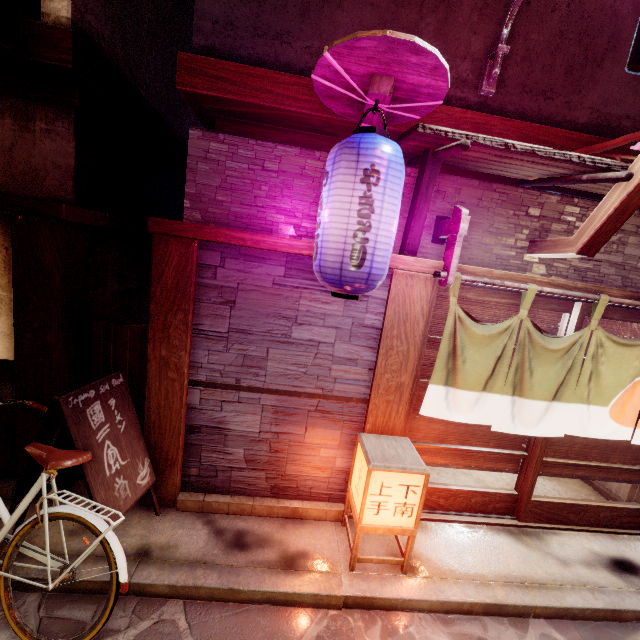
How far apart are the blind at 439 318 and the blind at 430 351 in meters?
0.1

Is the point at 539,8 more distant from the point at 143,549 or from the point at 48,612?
the point at 48,612

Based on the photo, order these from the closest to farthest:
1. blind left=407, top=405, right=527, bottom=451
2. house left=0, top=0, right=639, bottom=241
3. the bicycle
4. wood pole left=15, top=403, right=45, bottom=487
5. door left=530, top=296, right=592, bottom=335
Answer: the bicycle, house left=0, top=0, right=639, bottom=241, wood pole left=15, top=403, right=45, bottom=487, door left=530, top=296, right=592, bottom=335, blind left=407, top=405, right=527, bottom=451

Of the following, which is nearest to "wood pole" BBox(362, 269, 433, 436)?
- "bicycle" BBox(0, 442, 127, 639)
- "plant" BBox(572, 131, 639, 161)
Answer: "plant" BBox(572, 131, 639, 161)

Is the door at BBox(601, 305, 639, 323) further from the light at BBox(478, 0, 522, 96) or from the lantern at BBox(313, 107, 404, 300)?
the light at BBox(478, 0, 522, 96)

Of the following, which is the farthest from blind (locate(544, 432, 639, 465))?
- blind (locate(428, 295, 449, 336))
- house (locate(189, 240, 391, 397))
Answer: house (locate(189, 240, 391, 397))

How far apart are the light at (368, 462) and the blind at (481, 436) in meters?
0.7 m

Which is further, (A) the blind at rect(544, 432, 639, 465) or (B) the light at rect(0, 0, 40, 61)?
(A) the blind at rect(544, 432, 639, 465)
